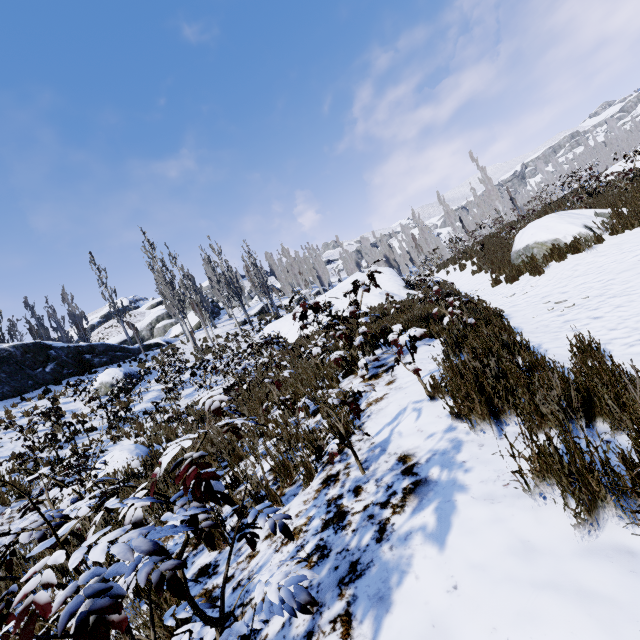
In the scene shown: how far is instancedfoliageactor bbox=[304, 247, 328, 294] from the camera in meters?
52.7

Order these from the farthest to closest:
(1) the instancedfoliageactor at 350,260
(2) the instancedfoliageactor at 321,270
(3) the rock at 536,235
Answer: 1. (2) the instancedfoliageactor at 321,270
2. (1) the instancedfoliageactor at 350,260
3. (3) the rock at 536,235

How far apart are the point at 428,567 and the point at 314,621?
0.7m

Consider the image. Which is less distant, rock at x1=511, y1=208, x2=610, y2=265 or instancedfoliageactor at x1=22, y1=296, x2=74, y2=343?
rock at x1=511, y1=208, x2=610, y2=265

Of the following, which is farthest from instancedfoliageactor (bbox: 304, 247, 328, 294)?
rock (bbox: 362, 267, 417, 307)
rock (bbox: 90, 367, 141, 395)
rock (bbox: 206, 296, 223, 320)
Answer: rock (bbox: 90, 367, 141, 395)

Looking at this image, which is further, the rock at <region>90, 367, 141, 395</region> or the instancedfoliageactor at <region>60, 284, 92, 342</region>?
the instancedfoliageactor at <region>60, 284, 92, 342</region>

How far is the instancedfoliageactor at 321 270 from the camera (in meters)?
52.72
